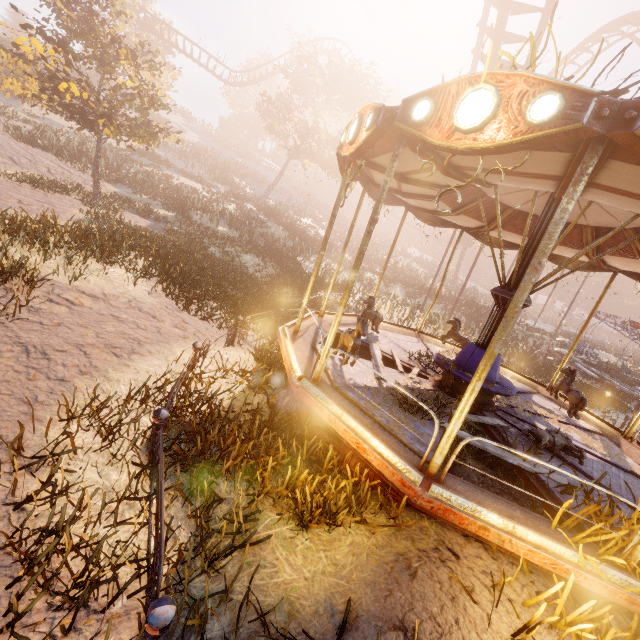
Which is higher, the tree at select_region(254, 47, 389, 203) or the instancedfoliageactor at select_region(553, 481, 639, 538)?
the tree at select_region(254, 47, 389, 203)

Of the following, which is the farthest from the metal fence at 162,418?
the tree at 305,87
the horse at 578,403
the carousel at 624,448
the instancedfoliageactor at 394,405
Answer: the tree at 305,87

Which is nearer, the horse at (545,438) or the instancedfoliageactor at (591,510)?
the instancedfoliageactor at (591,510)

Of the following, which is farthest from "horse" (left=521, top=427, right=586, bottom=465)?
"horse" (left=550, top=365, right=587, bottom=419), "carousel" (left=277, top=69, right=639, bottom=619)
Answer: "horse" (left=550, top=365, right=587, bottom=419)

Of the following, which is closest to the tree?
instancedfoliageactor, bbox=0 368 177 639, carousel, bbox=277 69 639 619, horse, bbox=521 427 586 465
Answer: carousel, bbox=277 69 639 619

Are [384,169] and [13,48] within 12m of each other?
no

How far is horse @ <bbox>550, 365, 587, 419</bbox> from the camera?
7.1 meters

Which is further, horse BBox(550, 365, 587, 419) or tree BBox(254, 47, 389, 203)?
tree BBox(254, 47, 389, 203)
